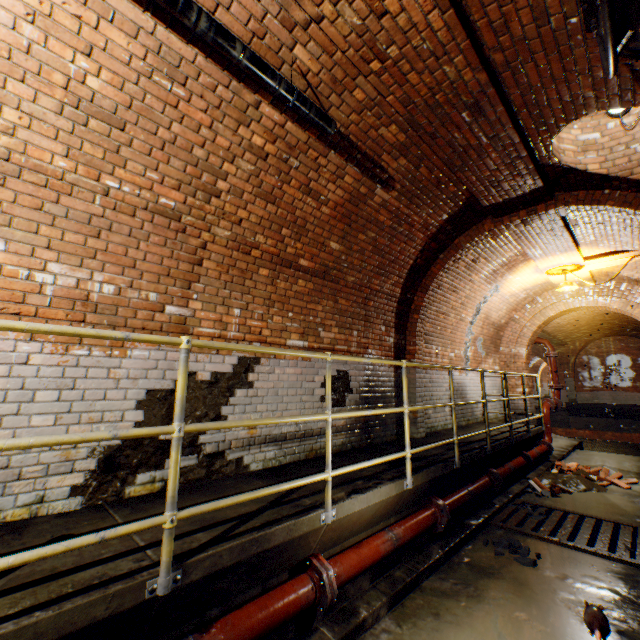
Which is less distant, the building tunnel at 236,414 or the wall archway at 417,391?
the building tunnel at 236,414

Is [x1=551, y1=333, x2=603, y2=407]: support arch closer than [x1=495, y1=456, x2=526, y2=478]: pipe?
No

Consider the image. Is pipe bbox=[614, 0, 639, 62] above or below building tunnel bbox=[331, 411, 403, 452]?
above

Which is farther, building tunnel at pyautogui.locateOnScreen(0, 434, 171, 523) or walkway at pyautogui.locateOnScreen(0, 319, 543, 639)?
building tunnel at pyautogui.locateOnScreen(0, 434, 171, 523)

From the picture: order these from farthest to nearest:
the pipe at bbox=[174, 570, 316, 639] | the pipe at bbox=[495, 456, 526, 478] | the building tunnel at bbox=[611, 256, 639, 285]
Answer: the building tunnel at bbox=[611, 256, 639, 285] < the pipe at bbox=[495, 456, 526, 478] < the pipe at bbox=[174, 570, 316, 639]

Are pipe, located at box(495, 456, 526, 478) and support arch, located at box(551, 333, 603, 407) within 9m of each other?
no

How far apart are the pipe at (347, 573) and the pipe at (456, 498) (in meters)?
0.22

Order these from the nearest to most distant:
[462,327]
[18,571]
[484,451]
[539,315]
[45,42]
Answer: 1. [18,571]
2. [45,42]
3. [484,451]
4. [462,327]
5. [539,315]
